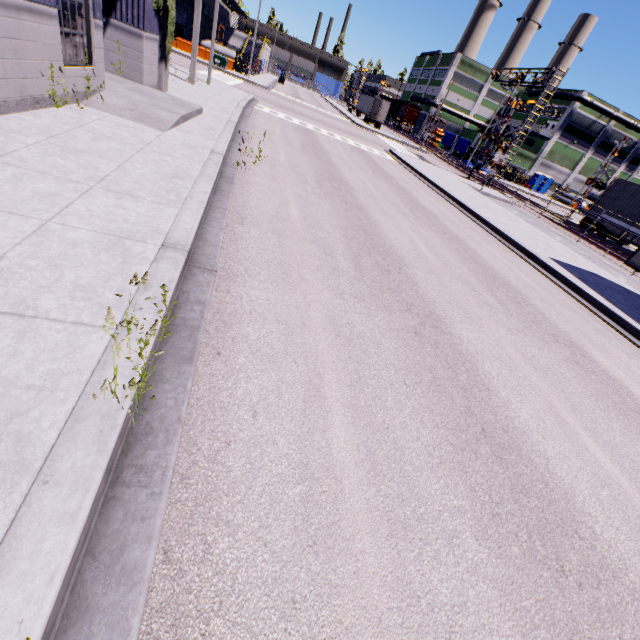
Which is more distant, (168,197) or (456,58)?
(456,58)

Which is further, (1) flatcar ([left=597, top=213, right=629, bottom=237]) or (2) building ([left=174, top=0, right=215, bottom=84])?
(1) flatcar ([left=597, top=213, right=629, bottom=237])

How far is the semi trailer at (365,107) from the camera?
49.78m

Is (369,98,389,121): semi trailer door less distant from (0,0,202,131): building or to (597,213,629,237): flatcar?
(0,0,202,131): building

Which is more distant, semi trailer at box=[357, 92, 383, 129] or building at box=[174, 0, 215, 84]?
semi trailer at box=[357, 92, 383, 129]

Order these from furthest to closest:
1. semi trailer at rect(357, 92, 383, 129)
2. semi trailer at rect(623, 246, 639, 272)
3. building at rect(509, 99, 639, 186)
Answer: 1. building at rect(509, 99, 639, 186)
2. semi trailer at rect(357, 92, 383, 129)
3. semi trailer at rect(623, 246, 639, 272)

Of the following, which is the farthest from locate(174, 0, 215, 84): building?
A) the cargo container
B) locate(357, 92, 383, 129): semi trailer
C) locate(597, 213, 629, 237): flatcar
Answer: locate(597, 213, 629, 237): flatcar

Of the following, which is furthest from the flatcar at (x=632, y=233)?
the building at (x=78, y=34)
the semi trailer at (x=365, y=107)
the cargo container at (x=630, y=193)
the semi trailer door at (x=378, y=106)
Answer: the semi trailer door at (x=378, y=106)
